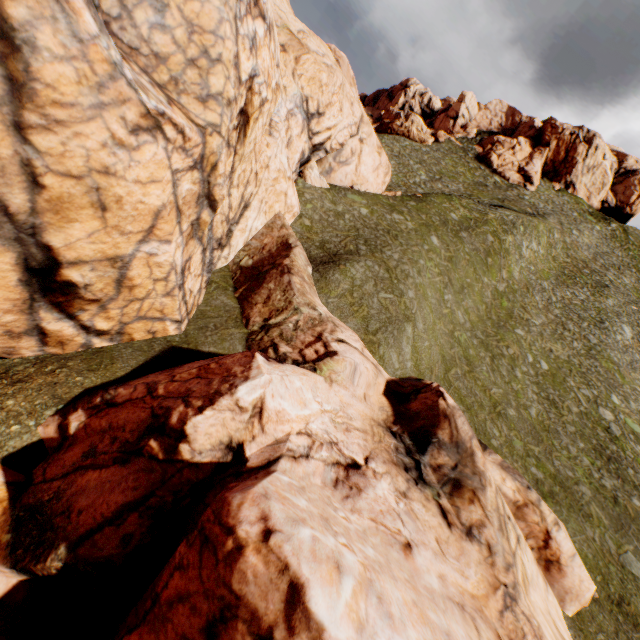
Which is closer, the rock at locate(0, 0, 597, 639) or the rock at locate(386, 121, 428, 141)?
the rock at locate(0, 0, 597, 639)

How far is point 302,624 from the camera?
4.9 meters

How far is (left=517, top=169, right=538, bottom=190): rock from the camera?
59.19m

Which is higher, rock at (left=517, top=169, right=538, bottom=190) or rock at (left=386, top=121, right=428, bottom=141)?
rock at (left=517, top=169, right=538, bottom=190)

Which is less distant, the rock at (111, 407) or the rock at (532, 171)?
the rock at (111, 407)
